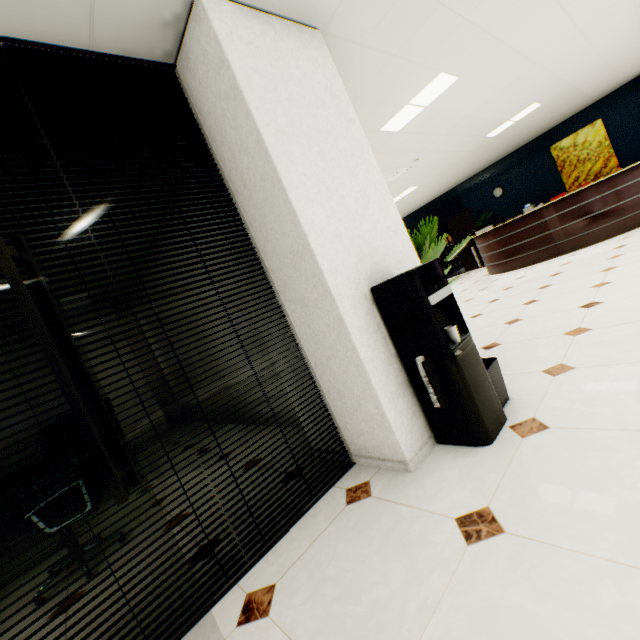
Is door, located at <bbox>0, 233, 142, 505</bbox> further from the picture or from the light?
the picture

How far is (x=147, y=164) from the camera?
1.96m

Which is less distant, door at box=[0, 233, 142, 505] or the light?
door at box=[0, 233, 142, 505]

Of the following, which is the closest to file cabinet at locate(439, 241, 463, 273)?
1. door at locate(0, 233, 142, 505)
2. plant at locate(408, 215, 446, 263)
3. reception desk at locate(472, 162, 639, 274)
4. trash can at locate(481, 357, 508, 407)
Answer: reception desk at locate(472, 162, 639, 274)

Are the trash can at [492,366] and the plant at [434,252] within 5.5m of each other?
yes

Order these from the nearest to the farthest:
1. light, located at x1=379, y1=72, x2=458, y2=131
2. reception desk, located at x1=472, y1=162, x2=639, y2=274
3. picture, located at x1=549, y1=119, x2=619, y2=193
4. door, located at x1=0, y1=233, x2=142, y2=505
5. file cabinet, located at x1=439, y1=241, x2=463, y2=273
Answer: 1. door, located at x1=0, y1=233, x2=142, y2=505
2. light, located at x1=379, y1=72, x2=458, y2=131
3. reception desk, located at x1=472, y1=162, x2=639, y2=274
4. picture, located at x1=549, y1=119, x2=619, y2=193
5. file cabinet, located at x1=439, y1=241, x2=463, y2=273

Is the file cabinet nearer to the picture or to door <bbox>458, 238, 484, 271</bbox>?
door <bbox>458, 238, 484, 271</bbox>

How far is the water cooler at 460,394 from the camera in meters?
1.8
